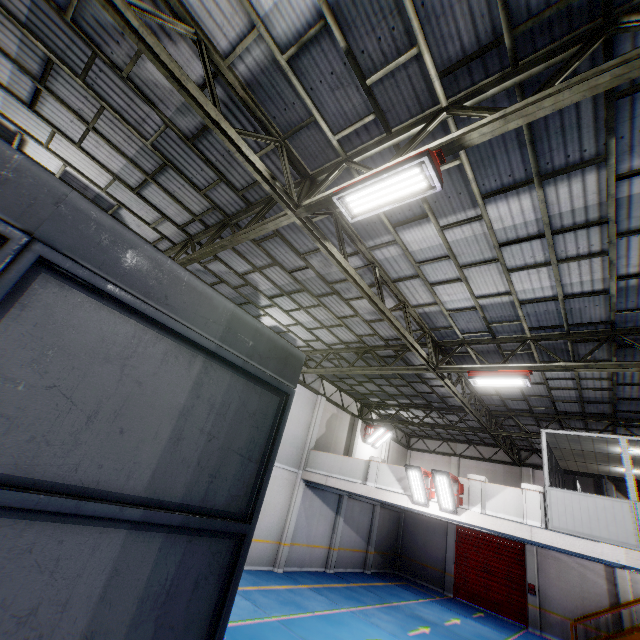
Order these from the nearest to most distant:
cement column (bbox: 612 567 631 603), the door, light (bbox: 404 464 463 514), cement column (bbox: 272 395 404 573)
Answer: light (bbox: 404 464 463 514) < cement column (bbox: 272 395 404 573) < cement column (bbox: 612 567 631 603) < the door

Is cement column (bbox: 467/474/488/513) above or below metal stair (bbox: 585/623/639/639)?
above

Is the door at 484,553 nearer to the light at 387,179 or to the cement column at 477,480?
the cement column at 477,480

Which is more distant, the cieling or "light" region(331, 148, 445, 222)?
the cieling

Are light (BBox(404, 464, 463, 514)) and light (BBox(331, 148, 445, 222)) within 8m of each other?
no

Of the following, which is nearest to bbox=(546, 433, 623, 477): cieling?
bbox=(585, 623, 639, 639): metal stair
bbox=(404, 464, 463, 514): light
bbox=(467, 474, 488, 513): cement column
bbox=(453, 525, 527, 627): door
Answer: bbox=(467, 474, 488, 513): cement column

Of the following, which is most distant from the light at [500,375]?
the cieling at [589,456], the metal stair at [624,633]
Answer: the metal stair at [624,633]

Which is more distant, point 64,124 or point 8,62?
point 64,124
